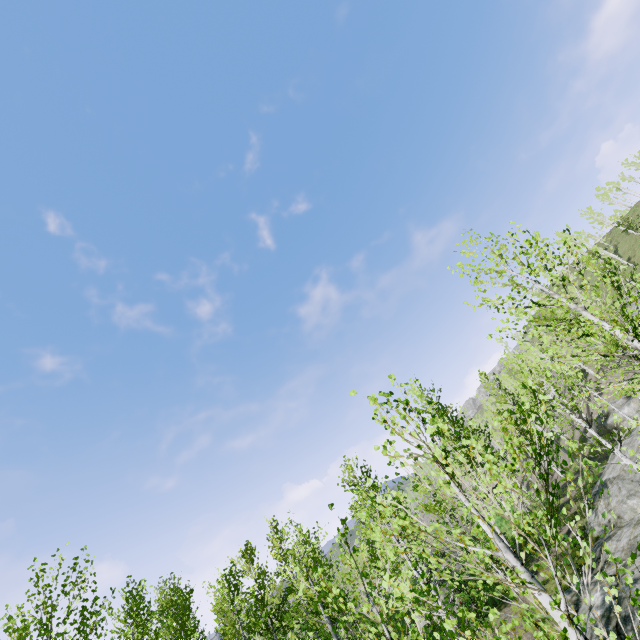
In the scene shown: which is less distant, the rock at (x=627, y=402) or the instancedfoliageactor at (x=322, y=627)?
the instancedfoliageactor at (x=322, y=627)

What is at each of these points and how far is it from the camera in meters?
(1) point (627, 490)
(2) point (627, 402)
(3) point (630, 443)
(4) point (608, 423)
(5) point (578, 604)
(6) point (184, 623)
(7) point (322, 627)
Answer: (1) rock, 16.8
(2) rock, 31.1
(3) rock, 20.2
(4) rock, 32.0
(5) rock, 12.9
(6) instancedfoliageactor, 17.9
(7) instancedfoliageactor, 3.9

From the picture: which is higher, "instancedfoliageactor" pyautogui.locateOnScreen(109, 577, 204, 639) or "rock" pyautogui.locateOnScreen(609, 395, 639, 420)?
"instancedfoliageactor" pyautogui.locateOnScreen(109, 577, 204, 639)

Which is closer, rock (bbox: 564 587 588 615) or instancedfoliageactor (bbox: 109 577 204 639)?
instancedfoliageactor (bbox: 109 577 204 639)

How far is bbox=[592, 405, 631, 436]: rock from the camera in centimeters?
3080cm

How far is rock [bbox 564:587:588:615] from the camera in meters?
12.3

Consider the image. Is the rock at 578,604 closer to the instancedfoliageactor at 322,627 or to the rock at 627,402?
the instancedfoliageactor at 322,627

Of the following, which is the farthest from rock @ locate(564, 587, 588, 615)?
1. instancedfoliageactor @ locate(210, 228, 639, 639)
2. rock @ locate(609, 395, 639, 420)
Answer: rock @ locate(609, 395, 639, 420)
